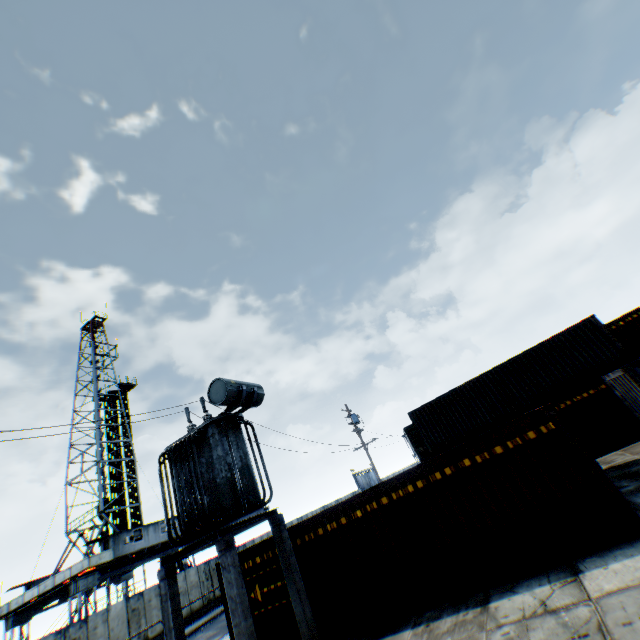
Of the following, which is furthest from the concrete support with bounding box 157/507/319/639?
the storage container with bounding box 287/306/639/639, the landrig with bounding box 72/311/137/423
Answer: the landrig with bounding box 72/311/137/423

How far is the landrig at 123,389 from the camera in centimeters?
3728cm

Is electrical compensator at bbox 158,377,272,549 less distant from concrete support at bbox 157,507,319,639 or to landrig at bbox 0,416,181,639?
concrete support at bbox 157,507,319,639

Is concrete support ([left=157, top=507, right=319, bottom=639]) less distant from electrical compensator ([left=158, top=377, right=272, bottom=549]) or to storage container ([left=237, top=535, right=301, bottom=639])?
electrical compensator ([left=158, top=377, right=272, bottom=549])

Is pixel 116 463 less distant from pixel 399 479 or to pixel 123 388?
pixel 123 388

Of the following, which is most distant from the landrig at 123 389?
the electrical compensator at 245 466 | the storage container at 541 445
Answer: the electrical compensator at 245 466
